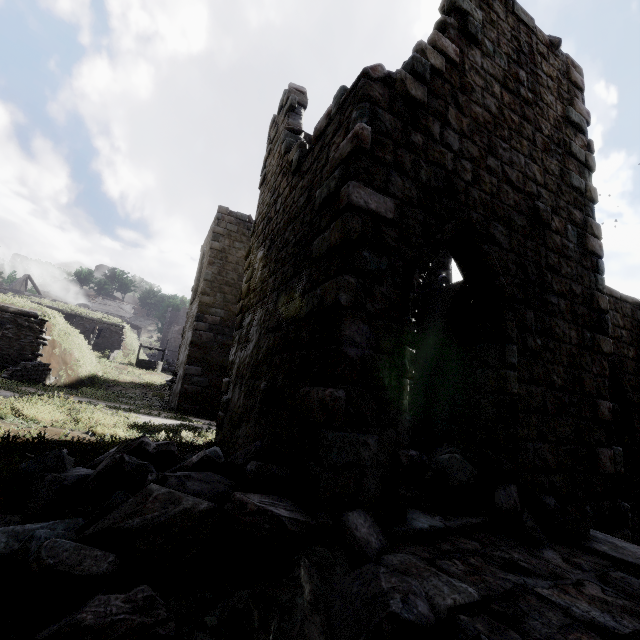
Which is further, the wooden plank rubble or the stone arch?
the wooden plank rubble

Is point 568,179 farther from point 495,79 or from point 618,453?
point 618,453

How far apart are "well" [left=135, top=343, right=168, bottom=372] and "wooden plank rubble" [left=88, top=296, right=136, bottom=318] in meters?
24.9 m

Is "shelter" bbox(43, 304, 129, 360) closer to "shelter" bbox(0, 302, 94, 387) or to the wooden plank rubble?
"shelter" bbox(0, 302, 94, 387)

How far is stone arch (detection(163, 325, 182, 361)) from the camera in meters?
44.1 m

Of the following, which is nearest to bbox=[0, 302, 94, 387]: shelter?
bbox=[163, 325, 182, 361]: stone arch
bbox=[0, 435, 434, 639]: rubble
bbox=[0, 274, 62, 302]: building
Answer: bbox=[0, 435, 434, 639]: rubble

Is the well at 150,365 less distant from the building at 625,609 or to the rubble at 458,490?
the building at 625,609

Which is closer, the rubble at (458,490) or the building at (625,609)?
the building at (625,609)
